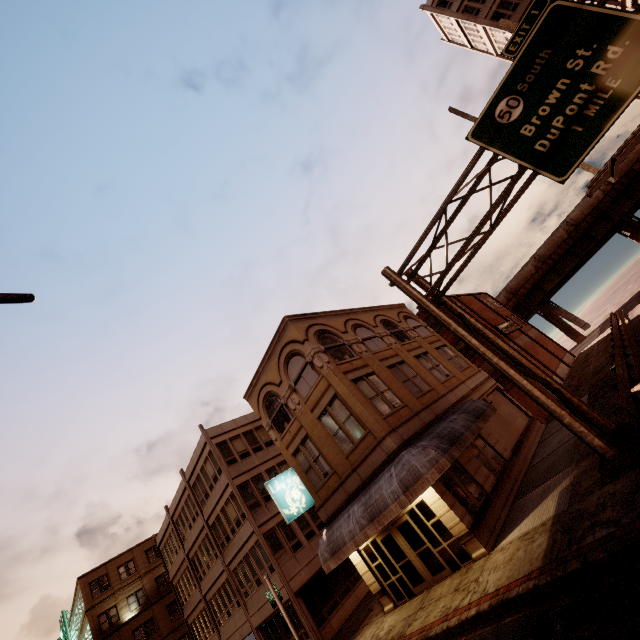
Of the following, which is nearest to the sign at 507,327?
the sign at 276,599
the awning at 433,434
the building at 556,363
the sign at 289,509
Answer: the building at 556,363

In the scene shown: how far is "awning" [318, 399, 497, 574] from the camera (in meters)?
12.10

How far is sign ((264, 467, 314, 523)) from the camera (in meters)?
16.62

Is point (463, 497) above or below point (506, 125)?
below

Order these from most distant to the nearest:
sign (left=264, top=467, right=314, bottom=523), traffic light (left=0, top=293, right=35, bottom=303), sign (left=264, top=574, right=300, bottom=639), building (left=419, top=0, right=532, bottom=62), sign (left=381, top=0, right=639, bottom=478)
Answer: building (left=419, top=0, right=532, bottom=62) → sign (left=264, top=467, right=314, bottom=523) → sign (left=264, top=574, right=300, bottom=639) → sign (left=381, top=0, right=639, bottom=478) → traffic light (left=0, top=293, right=35, bottom=303)

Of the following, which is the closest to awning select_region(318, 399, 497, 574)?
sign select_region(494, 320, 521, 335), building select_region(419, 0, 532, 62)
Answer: sign select_region(494, 320, 521, 335)

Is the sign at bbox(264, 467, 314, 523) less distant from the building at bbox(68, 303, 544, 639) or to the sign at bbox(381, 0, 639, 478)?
the building at bbox(68, 303, 544, 639)

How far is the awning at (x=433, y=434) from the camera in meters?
12.1 m
